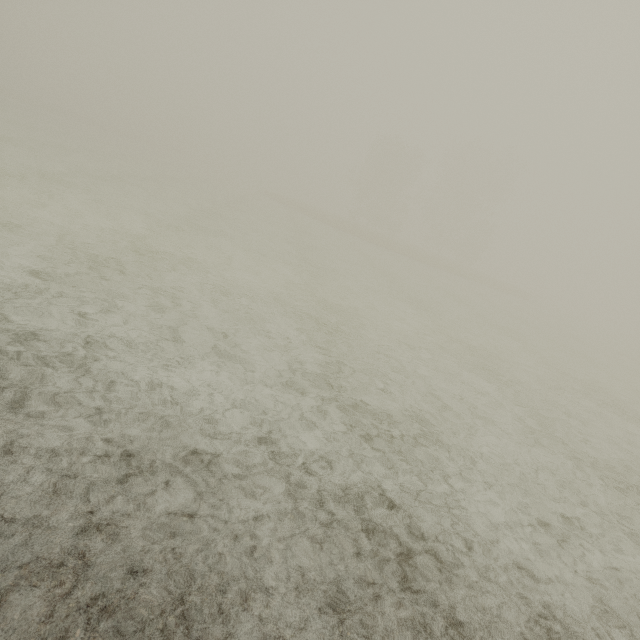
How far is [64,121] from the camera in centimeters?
4012cm
